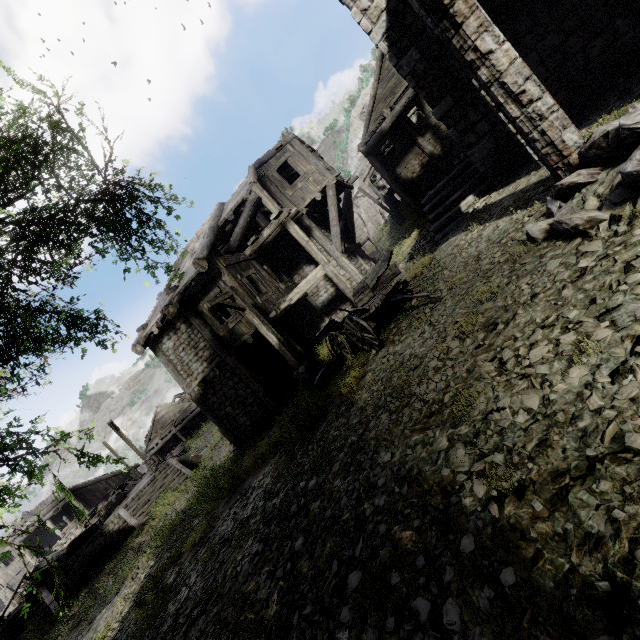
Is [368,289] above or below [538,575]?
above

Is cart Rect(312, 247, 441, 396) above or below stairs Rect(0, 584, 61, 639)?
above

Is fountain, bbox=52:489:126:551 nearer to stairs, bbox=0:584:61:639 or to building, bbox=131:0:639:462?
stairs, bbox=0:584:61:639

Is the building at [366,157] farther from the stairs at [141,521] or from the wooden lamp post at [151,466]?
the wooden lamp post at [151,466]

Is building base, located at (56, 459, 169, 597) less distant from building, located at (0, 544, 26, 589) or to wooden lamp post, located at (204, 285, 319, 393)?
building, located at (0, 544, 26, 589)

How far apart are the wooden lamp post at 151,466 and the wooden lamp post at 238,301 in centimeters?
1608cm

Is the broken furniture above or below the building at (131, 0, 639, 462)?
below

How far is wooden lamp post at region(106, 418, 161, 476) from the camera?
21.49m
